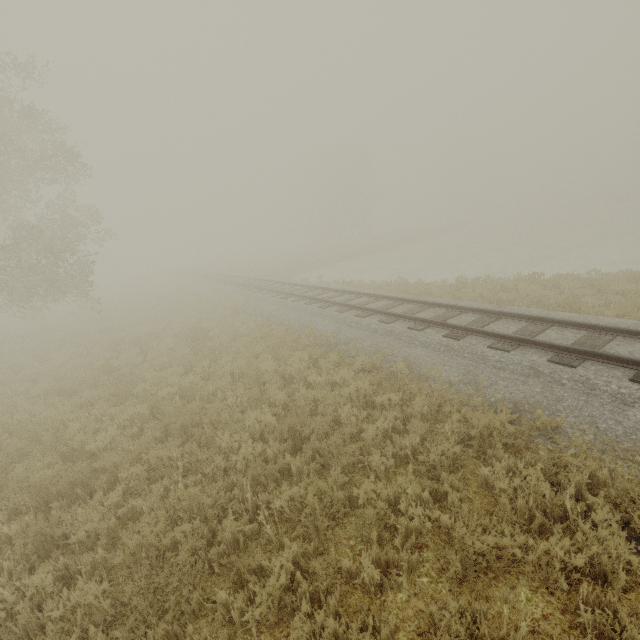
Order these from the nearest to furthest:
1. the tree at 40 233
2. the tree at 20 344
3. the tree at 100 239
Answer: the tree at 40 233
the tree at 20 344
the tree at 100 239

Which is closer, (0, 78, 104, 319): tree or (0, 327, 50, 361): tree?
(0, 78, 104, 319): tree

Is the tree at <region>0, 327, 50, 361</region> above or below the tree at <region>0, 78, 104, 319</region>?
below

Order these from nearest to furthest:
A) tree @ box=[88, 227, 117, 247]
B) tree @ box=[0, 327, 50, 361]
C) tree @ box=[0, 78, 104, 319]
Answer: tree @ box=[0, 78, 104, 319], tree @ box=[0, 327, 50, 361], tree @ box=[88, 227, 117, 247]

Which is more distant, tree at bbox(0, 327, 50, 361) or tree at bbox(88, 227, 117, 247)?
tree at bbox(88, 227, 117, 247)

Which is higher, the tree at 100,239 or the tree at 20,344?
the tree at 100,239

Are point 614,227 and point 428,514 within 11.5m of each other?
no
